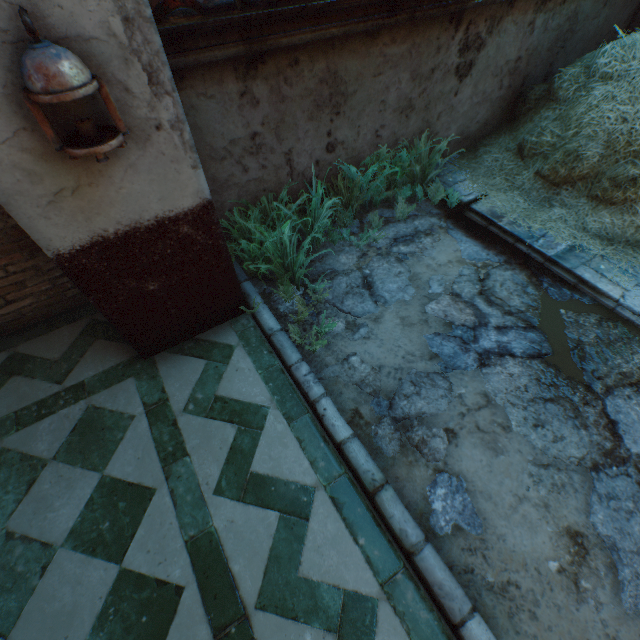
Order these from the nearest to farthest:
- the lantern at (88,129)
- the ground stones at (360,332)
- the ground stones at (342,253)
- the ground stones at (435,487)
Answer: the lantern at (88,129)
the ground stones at (435,487)
the ground stones at (360,332)
the ground stones at (342,253)

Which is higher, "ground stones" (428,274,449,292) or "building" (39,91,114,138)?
"building" (39,91,114,138)

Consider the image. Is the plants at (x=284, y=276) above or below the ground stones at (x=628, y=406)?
above

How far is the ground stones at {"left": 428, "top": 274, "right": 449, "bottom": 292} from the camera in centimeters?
324cm

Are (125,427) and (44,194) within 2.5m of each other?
yes

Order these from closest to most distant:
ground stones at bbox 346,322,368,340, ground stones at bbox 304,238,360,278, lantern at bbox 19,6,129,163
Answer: lantern at bbox 19,6,129,163
ground stones at bbox 346,322,368,340
ground stones at bbox 304,238,360,278

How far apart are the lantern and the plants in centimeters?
135cm

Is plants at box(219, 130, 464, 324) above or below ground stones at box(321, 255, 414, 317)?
above
